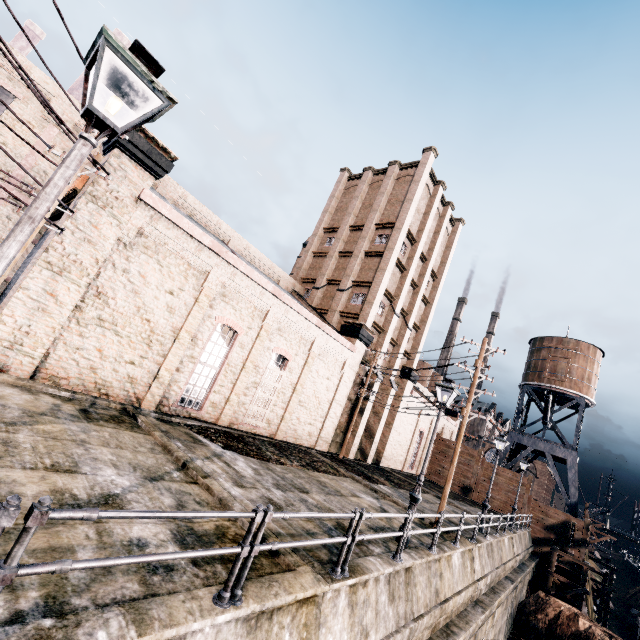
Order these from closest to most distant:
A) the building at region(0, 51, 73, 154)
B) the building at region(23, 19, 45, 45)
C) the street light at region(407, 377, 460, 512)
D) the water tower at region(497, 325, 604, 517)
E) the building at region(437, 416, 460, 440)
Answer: the street light at region(407, 377, 460, 512)
the building at region(0, 51, 73, 154)
the water tower at region(497, 325, 604, 517)
the building at region(437, 416, 460, 440)
the building at region(23, 19, 45, 45)

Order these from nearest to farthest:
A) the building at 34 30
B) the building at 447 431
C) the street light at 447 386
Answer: the street light at 447 386 → the building at 447 431 → the building at 34 30

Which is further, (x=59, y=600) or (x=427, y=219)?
(x=427, y=219)

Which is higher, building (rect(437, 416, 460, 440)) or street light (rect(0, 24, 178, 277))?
building (rect(437, 416, 460, 440))

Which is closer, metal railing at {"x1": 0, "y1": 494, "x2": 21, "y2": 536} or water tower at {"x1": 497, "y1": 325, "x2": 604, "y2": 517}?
metal railing at {"x1": 0, "y1": 494, "x2": 21, "y2": 536}

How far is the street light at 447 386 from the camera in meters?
11.0 m

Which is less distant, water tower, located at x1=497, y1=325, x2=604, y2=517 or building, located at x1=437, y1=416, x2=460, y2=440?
water tower, located at x1=497, y1=325, x2=604, y2=517

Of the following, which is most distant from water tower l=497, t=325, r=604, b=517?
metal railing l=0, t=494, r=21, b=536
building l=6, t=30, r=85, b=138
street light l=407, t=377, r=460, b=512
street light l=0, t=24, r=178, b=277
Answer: street light l=0, t=24, r=178, b=277
